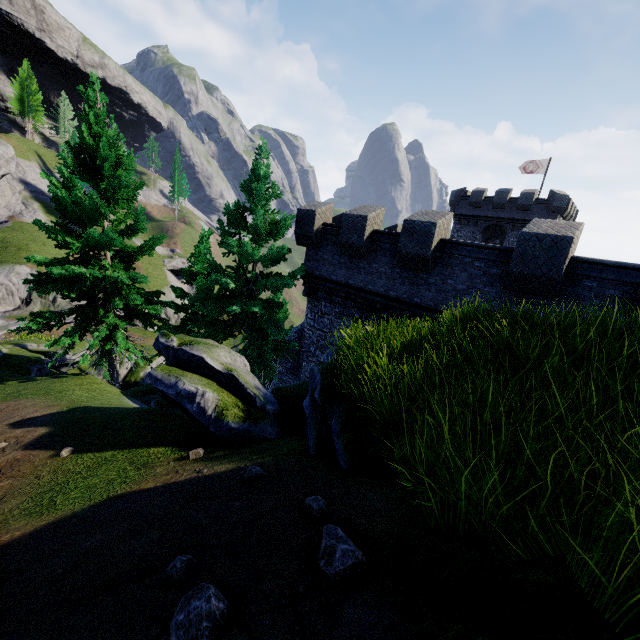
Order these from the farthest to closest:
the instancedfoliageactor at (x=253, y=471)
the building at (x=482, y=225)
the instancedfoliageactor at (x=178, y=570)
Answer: the building at (x=482, y=225) → the instancedfoliageactor at (x=253, y=471) → the instancedfoliageactor at (x=178, y=570)

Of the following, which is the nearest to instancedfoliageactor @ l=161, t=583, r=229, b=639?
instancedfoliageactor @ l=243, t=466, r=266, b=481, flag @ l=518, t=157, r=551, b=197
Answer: instancedfoliageactor @ l=243, t=466, r=266, b=481

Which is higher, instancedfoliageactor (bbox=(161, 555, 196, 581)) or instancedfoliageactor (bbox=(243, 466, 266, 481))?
instancedfoliageactor (bbox=(161, 555, 196, 581))

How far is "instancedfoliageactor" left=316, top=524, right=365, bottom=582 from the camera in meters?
1.8

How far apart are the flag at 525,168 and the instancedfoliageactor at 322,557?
42.5m

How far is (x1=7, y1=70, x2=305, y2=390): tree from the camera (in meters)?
11.38

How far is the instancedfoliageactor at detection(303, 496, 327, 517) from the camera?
2.5m

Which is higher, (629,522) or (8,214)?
(629,522)
